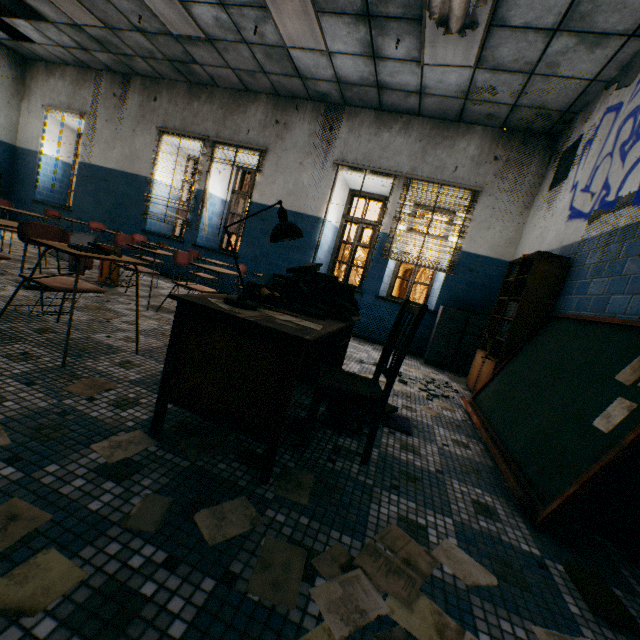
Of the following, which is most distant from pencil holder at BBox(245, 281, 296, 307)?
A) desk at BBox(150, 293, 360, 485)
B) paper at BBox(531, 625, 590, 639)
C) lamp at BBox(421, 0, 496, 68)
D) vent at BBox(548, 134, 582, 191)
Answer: vent at BBox(548, 134, 582, 191)

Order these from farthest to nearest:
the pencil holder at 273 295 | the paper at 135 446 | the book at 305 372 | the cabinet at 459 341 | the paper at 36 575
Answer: the cabinet at 459 341 → the book at 305 372 → the pencil holder at 273 295 → the paper at 135 446 → the paper at 36 575

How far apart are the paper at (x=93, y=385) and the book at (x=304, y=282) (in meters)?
0.97

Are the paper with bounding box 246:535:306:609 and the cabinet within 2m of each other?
no

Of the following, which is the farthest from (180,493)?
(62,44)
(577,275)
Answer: (62,44)

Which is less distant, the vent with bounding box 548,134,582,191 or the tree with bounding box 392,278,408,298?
the vent with bounding box 548,134,582,191

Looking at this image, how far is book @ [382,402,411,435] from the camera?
2.4m

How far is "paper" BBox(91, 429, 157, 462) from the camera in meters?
1.4
